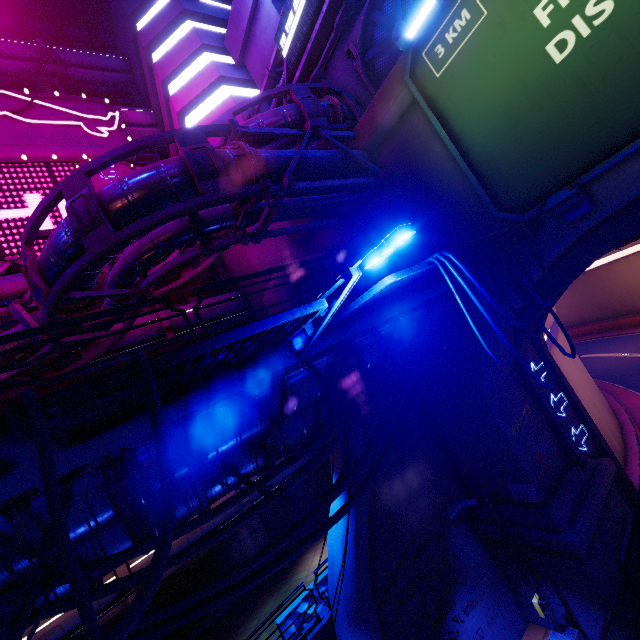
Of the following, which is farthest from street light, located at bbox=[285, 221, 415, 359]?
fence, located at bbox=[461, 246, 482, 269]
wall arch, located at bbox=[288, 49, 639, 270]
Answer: wall arch, located at bbox=[288, 49, 639, 270]

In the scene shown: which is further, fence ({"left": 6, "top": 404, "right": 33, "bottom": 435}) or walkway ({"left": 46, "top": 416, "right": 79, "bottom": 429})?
walkway ({"left": 46, "top": 416, "right": 79, "bottom": 429})

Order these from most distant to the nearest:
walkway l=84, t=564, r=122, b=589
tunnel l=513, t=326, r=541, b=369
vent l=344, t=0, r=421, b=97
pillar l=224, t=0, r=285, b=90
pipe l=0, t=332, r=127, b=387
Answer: pillar l=224, t=0, r=285, b=90
tunnel l=513, t=326, r=541, b=369
vent l=344, t=0, r=421, b=97
pipe l=0, t=332, r=127, b=387
walkway l=84, t=564, r=122, b=589

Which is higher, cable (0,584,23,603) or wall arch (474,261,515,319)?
wall arch (474,261,515,319)

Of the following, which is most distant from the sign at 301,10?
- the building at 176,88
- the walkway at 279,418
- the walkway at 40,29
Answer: the walkway at 40,29

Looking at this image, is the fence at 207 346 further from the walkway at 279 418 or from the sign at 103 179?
the sign at 103 179

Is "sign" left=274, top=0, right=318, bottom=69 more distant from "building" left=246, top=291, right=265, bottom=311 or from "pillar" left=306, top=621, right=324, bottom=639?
"pillar" left=306, top=621, right=324, bottom=639

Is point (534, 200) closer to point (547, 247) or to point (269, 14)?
point (547, 247)
